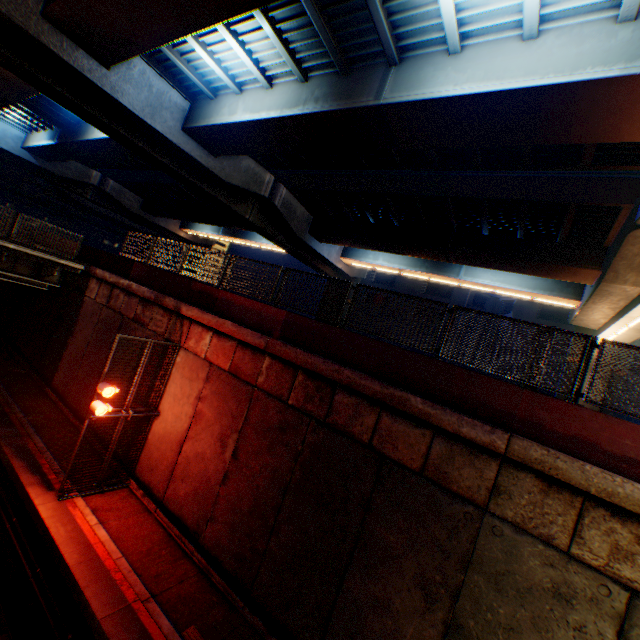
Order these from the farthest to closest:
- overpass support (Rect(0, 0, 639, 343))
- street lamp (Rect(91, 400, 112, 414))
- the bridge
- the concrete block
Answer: the bridge, street lamp (Rect(91, 400, 112, 414)), overpass support (Rect(0, 0, 639, 343)), the concrete block

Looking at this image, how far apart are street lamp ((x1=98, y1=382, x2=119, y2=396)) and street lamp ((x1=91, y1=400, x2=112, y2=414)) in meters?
0.3 m

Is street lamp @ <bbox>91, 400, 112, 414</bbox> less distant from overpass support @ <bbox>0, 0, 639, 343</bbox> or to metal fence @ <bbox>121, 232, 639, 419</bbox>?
metal fence @ <bbox>121, 232, 639, 419</bbox>

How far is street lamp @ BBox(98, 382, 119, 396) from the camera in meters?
9.1

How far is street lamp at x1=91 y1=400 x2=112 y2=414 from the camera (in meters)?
9.07

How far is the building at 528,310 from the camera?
33.6 meters

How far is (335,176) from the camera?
19.91m

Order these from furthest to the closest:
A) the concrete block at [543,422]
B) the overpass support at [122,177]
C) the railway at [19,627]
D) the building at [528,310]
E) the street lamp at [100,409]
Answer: the building at [528,310]
the street lamp at [100,409]
the overpass support at [122,177]
the railway at [19,627]
the concrete block at [543,422]
